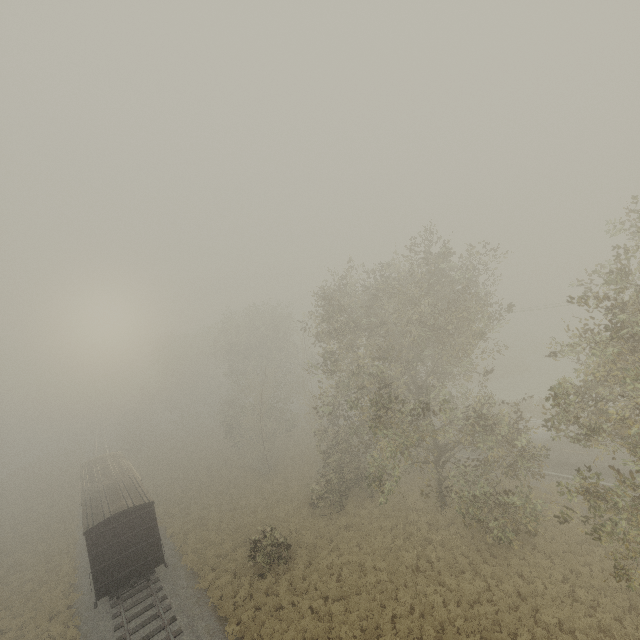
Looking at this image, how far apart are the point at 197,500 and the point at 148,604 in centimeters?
1283cm

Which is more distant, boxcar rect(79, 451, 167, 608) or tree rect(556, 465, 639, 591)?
boxcar rect(79, 451, 167, 608)

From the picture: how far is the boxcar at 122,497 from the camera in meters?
17.3

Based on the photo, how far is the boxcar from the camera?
17.28m

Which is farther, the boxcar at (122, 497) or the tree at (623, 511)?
the boxcar at (122, 497)
